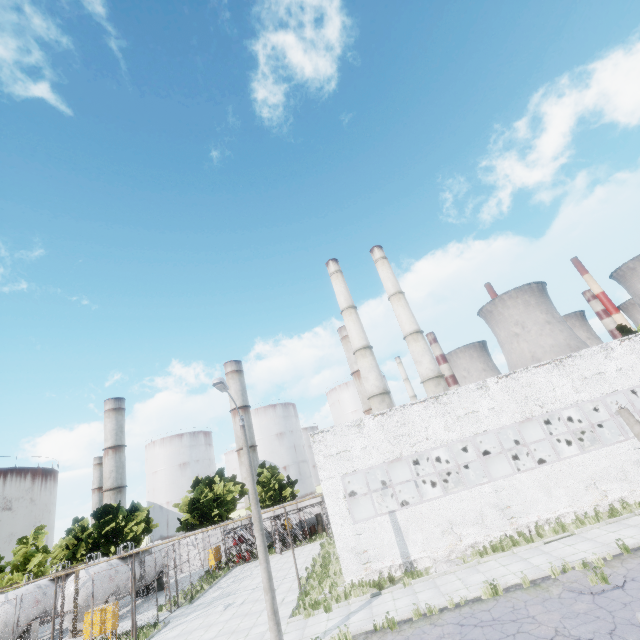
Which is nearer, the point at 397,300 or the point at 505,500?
the point at 505,500

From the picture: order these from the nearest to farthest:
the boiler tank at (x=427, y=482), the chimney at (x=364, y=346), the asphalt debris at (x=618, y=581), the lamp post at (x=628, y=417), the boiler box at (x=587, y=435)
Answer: the asphalt debris at (x=618, y=581), the lamp post at (x=628, y=417), the boiler tank at (x=427, y=482), the boiler box at (x=587, y=435), the chimney at (x=364, y=346)

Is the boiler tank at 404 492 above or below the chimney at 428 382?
below

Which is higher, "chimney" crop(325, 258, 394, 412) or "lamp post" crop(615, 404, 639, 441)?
"chimney" crop(325, 258, 394, 412)

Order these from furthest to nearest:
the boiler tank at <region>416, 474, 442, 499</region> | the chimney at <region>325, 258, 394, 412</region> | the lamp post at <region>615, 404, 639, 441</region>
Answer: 1. the chimney at <region>325, 258, 394, 412</region>
2. the boiler tank at <region>416, 474, 442, 499</region>
3. the lamp post at <region>615, 404, 639, 441</region>

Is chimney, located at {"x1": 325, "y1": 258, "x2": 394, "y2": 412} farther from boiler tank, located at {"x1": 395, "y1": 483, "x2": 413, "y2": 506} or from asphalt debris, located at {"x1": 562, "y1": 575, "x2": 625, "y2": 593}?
asphalt debris, located at {"x1": 562, "y1": 575, "x2": 625, "y2": 593}

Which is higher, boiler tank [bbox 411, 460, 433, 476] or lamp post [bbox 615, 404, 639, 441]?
lamp post [bbox 615, 404, 639, 441]

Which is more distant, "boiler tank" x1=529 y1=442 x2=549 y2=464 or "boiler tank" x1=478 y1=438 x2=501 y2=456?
"boiler tank" x1=478 y1=438 x2=501 y2=456
